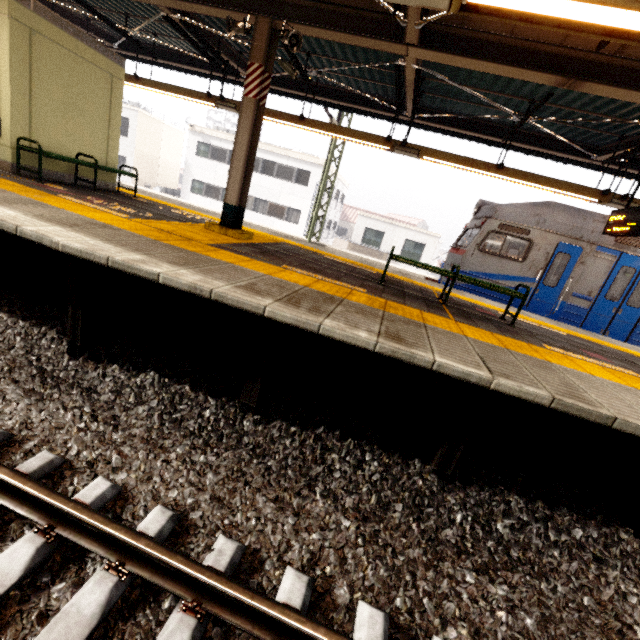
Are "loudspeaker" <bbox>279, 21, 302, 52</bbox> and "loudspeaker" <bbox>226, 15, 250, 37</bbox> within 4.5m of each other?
yes

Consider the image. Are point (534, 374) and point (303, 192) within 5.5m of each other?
no

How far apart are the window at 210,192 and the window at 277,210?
4.1m

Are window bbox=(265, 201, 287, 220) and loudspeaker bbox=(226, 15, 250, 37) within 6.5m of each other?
no

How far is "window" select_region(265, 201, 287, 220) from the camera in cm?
2633

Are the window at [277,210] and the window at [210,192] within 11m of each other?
yes

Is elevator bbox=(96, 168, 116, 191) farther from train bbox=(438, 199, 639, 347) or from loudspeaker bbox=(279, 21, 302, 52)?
train bbox=(438, 199, 639, 347)

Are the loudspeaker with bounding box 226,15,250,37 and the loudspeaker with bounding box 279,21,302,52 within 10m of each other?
yes
